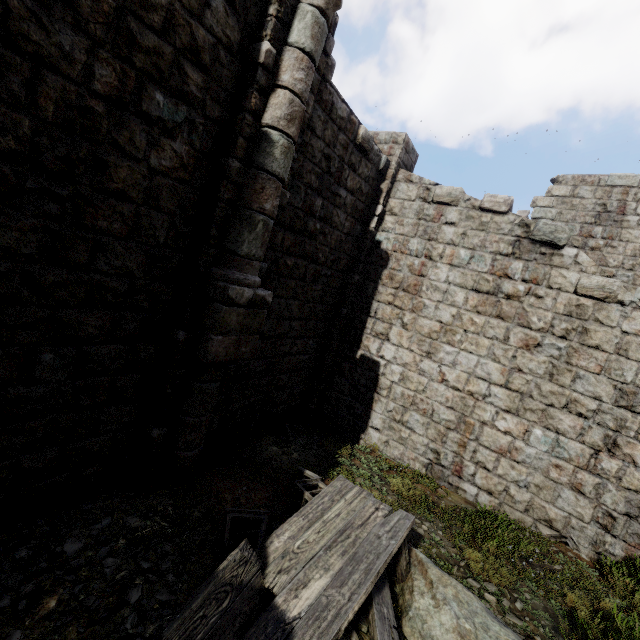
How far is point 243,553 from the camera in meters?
3.6 m
